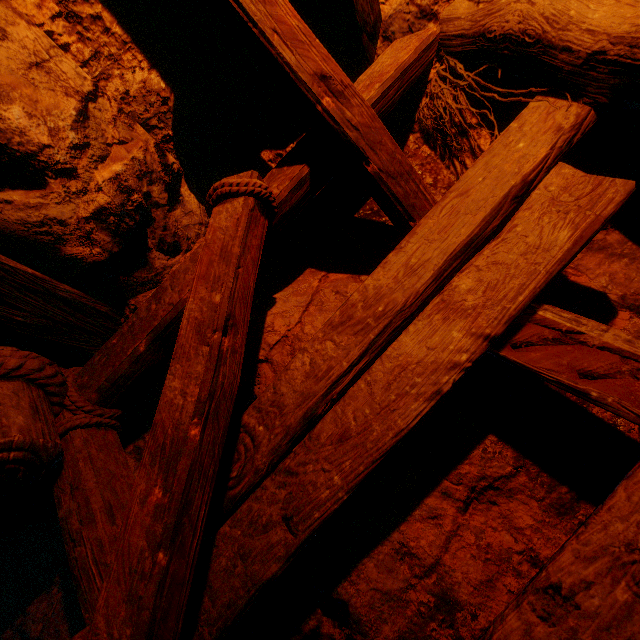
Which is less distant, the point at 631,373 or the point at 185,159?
the point at 631,373
